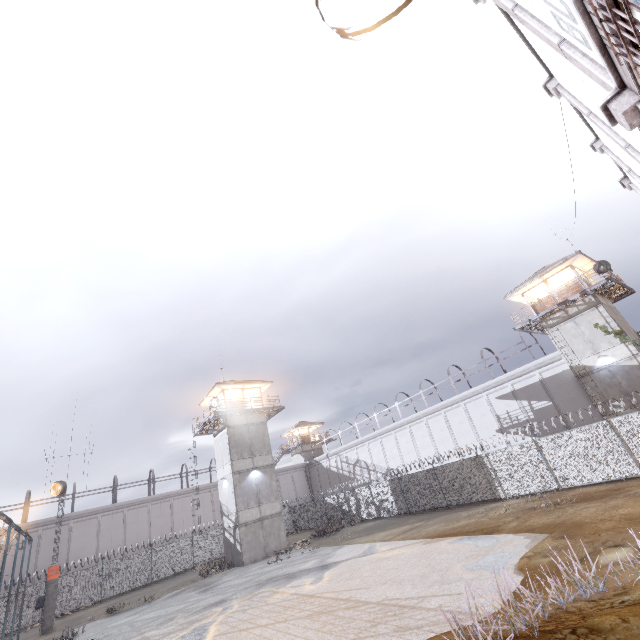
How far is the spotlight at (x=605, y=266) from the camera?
22.0m

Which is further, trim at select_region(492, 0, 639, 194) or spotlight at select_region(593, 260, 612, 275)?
spotlight at select_region(593, 260, 612, 275)

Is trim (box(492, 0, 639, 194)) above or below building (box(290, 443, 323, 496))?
below

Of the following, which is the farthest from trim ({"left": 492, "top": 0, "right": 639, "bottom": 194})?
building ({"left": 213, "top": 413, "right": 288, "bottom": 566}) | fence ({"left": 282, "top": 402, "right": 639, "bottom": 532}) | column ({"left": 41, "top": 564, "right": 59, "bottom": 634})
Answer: column ({"left": 41, "top": 564, "right": 59, "bottom": 634})

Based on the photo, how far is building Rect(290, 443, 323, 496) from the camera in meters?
51.2 m

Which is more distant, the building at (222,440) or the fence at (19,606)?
the building at (222,440)

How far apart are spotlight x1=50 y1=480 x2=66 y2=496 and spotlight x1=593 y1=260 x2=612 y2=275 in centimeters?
4224cm

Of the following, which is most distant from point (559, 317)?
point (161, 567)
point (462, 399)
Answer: point (161, 567)
